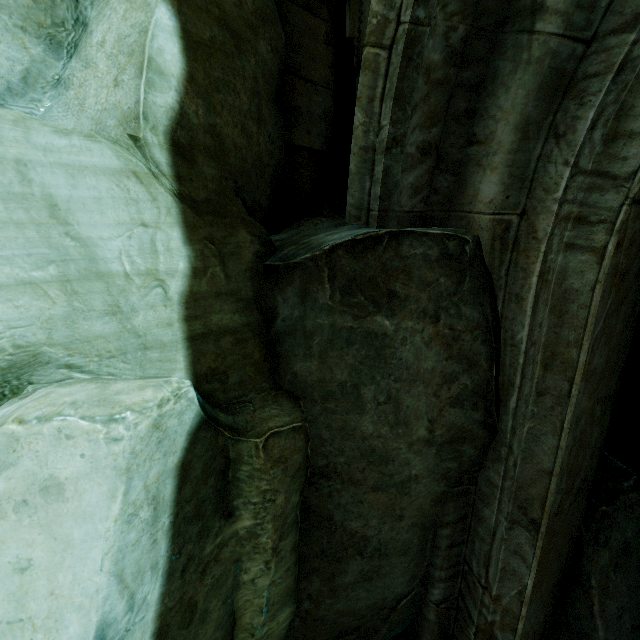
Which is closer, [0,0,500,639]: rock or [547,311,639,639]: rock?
[0,0,500,639]: rock

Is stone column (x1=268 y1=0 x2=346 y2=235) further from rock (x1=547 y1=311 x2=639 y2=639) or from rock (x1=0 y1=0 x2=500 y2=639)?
rock (x1=547 y1=311 x2=639 y2=639)

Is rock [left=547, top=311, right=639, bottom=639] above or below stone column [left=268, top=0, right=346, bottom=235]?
below

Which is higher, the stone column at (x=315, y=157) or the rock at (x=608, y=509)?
the stone column at (x=315, y=157)

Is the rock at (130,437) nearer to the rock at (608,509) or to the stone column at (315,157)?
the stone column at (315,157)

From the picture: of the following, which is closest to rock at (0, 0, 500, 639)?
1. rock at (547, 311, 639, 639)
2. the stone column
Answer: the stone column

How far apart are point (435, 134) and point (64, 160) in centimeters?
141cm
